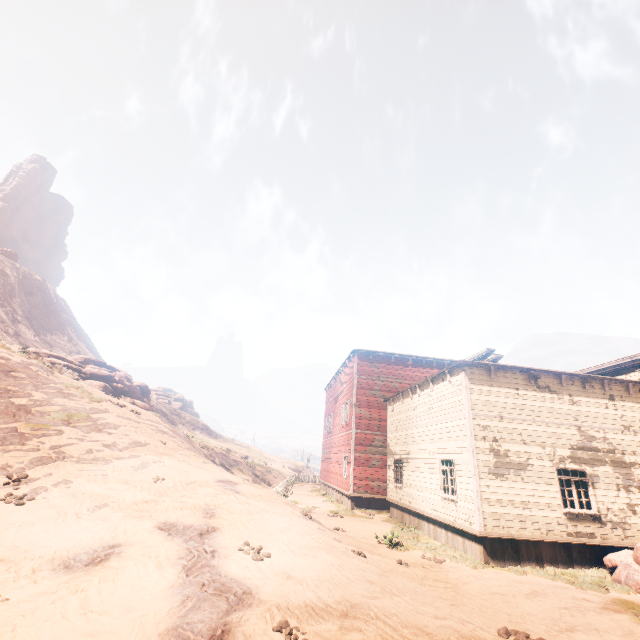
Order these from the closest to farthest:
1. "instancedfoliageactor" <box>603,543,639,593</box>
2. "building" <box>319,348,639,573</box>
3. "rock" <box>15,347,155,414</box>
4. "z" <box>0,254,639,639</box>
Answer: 1. "z" <box>0,254,639,639</box>
2. "instancedfoliageactor" <box>603,543,639,593</box>
3. "building" <box>319,348,639,573</box>
4. "rock" <box>15,347,155,414</box>

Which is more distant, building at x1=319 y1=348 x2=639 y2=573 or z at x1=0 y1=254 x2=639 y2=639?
building at x1=319 y1=348 x2=639 y2=573

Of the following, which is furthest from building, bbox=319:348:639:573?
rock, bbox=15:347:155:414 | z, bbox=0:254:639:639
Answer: rock, bbox=15:347:155:414

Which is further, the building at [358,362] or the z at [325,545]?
the building at [358,362]

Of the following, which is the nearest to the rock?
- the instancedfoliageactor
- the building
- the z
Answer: the z

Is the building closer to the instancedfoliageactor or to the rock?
the instancedfoliageactor

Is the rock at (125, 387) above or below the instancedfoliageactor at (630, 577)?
above

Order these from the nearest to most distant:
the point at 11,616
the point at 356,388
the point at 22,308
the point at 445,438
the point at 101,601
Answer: the point at 11,616 < the point at 101,601 < the point at 445,438 < the point at 356,388 < the point at 22,308
